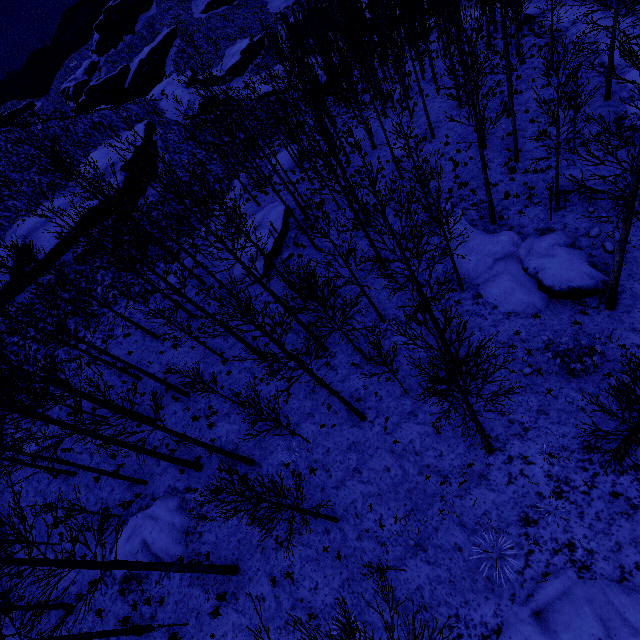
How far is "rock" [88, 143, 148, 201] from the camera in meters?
30.9 m

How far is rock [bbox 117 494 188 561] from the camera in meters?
12.8

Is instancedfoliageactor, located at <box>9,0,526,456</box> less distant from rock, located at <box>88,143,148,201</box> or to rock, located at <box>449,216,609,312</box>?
rock, located at <box>449,216,609,312</box>

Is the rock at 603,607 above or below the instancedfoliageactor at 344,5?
below

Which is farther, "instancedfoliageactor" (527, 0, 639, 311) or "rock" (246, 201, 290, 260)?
"rock" (246, 201, 290, 260)

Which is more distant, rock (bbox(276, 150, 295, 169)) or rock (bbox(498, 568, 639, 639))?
rock (bbox(276, 150, 295, 169))

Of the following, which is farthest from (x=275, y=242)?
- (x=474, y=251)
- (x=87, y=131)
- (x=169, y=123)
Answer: (x=87, y=131)

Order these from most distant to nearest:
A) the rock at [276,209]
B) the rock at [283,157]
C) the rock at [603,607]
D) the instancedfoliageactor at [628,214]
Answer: the rock at [283,157]
the rock at [276,209]
the rock at [603,607]
the instancedfoliageactor at [628,214]
